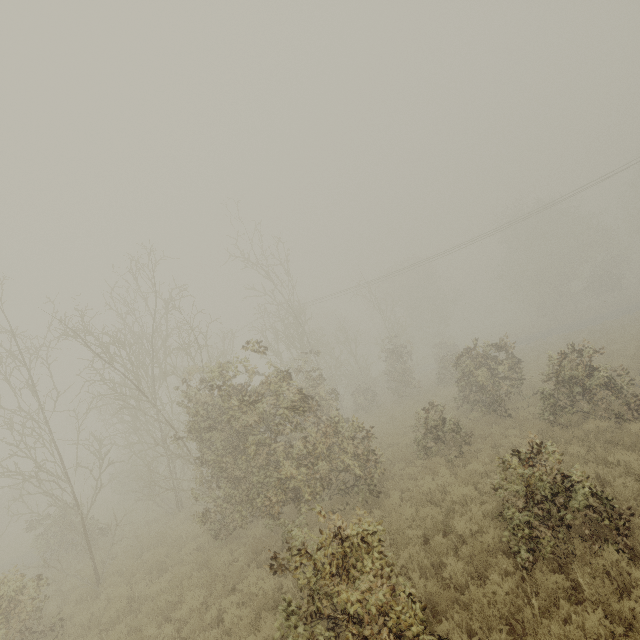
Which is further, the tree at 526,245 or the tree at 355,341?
the tree at 526,245

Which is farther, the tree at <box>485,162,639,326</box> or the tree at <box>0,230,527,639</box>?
the tree at <box>485,162,639,326</box>

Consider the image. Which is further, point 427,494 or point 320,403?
point 320,403
